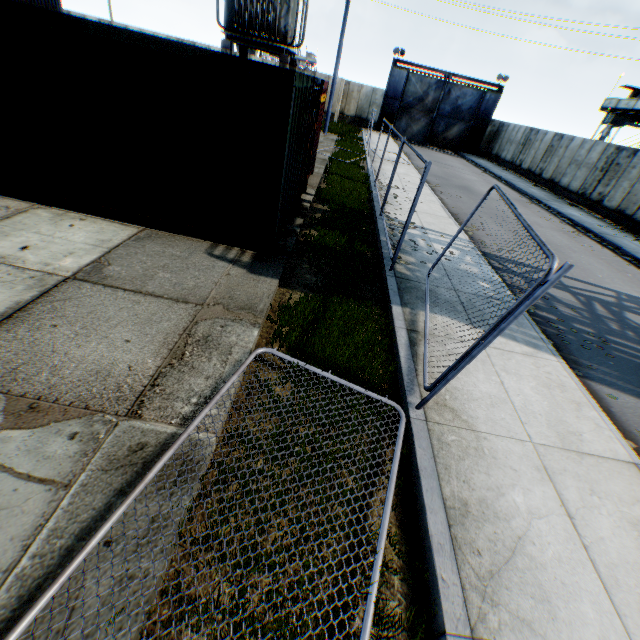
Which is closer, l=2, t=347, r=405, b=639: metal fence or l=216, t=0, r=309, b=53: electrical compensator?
l=2, t=347, r=405, b=639: metal fence

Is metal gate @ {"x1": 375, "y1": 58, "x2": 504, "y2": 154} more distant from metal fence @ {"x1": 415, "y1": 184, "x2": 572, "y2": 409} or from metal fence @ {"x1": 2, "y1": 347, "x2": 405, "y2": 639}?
metal fence @ {"x1": 2, "y1": 347, "x2": 405, "y2": 639}

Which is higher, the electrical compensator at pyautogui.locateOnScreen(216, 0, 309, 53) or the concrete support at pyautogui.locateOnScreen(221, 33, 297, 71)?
the electrical compensator at pyautogui.locateOnScreen(216, 0, 309, 53)

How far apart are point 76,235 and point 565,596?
7.94m

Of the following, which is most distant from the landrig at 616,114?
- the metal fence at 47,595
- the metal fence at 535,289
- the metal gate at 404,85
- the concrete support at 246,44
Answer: the metal fence at 47,595

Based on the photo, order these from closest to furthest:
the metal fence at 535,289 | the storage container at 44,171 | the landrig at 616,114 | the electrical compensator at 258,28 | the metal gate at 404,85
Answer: the metal fence at 535,289 < the storage container at 44,171 < the electrical compensator at 258,28 < the landrig at 616,114 < the metal gate at 404,85

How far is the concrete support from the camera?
11.5m

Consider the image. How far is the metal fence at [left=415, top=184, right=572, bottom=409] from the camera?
2.8 meters
